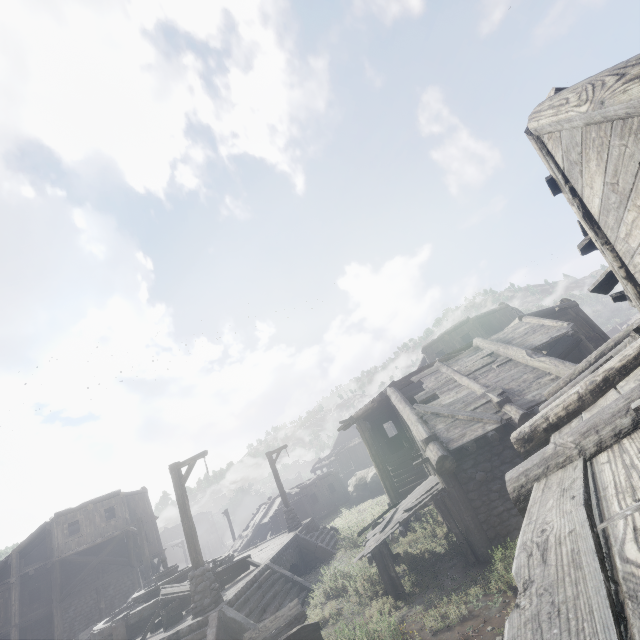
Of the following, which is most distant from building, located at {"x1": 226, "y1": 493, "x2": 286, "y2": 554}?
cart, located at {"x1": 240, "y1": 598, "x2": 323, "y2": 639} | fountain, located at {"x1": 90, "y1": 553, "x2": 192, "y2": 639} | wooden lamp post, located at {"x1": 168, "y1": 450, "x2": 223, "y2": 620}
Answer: cart, located at {"x1": 240, "y1": 598, "x2": 323, "y2": 639}

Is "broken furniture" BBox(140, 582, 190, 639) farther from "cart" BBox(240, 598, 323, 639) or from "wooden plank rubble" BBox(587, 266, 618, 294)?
"wooden plank rubble" BBox(587, 266, 618, 294)

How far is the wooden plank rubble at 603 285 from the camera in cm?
641

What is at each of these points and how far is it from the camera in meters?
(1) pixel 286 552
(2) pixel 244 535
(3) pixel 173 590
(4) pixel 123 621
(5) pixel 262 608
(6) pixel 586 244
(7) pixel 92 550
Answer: (1) building base, 14.9 m
(2) building, 33.0 m
(3) broken furniture, 12.3 m
(4) fountain, 12.5 m
(5) stairs, 10.4 m
(6) wooden plank rubble, 5.9 m
(7) building, 25.8 m

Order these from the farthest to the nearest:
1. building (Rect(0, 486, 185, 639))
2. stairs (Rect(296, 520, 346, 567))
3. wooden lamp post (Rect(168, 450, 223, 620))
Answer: building (Rect(0, 486, 185, 639))
stairs (Rect(296, 520, 346, 567))
wooden lamp post (Rect(168, 450, 223, 620))

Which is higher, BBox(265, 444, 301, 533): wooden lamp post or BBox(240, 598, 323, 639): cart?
BBox(265, 444, 301, 533): wooden lamp post

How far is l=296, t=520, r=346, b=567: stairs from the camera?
16.3 meters

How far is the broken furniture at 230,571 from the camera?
12.9 meters
